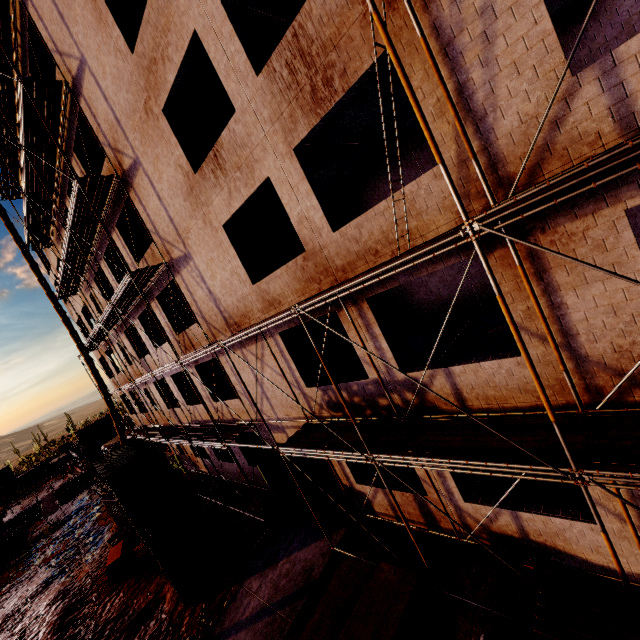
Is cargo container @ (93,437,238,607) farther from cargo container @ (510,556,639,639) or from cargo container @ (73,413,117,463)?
cargo container @ (73,413,117,463)

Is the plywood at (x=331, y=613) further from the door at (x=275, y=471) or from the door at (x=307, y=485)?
the door at (x=275, y=471)

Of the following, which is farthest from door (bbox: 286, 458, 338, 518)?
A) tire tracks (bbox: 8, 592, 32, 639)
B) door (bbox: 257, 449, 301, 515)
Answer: tire tracks (bbox: 8, 592, 32, 639)

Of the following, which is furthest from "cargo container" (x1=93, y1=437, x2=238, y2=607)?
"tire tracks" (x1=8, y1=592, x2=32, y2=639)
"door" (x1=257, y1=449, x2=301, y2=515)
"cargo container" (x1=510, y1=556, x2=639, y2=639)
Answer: "cargo container" (x1=510, y1=556, x2=639, y2=639)

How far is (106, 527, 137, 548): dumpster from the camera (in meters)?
18.06

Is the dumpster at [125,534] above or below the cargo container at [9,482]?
below

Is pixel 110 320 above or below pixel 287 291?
above

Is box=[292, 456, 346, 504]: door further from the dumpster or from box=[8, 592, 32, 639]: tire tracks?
box=[8, 592, 32, 639]: tire tracks
